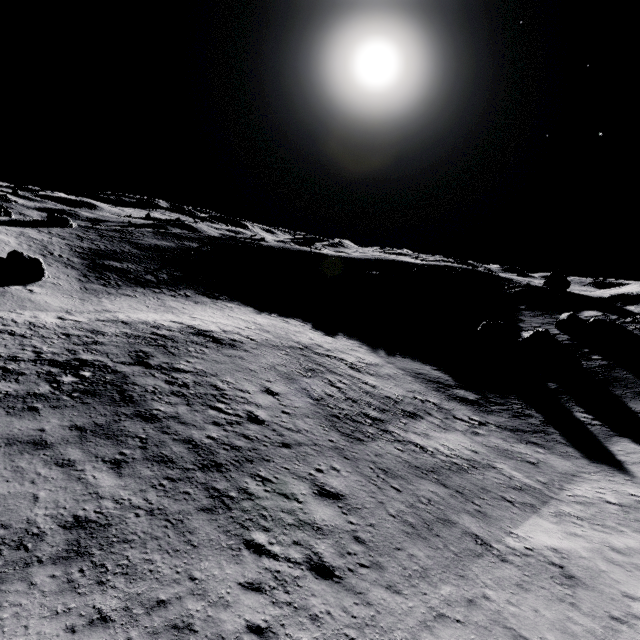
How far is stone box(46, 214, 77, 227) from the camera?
50.3 meters

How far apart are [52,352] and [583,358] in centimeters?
4168cm

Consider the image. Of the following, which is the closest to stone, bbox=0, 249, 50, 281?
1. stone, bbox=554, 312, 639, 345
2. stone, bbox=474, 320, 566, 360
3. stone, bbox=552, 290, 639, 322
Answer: stone, bbox=474, 320, 566, 360

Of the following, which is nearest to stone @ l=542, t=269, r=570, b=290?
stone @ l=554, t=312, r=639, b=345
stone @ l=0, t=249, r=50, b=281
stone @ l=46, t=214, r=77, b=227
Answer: stone @ l=554, t=312, r=639, b=345

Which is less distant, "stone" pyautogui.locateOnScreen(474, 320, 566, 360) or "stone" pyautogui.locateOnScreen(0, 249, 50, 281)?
"stone" pyautogui.locateOnScreen(0, 249, 50, 281)

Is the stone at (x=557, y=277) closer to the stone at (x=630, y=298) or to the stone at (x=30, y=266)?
the stone at (x=630, y=298)

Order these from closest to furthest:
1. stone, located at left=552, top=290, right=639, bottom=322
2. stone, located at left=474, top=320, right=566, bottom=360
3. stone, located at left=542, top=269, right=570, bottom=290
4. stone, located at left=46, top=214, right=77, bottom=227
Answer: stone, located at left=474, top=320, right=566, bottom=360, stone, located at left=552, top=290, right=639, bottom=322, stone, located at left=542, top=269, right=570, bottom=290, stone, located at left=46, top=214, right=77, bottom=227

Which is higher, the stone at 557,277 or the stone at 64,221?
the stone at 557,277
